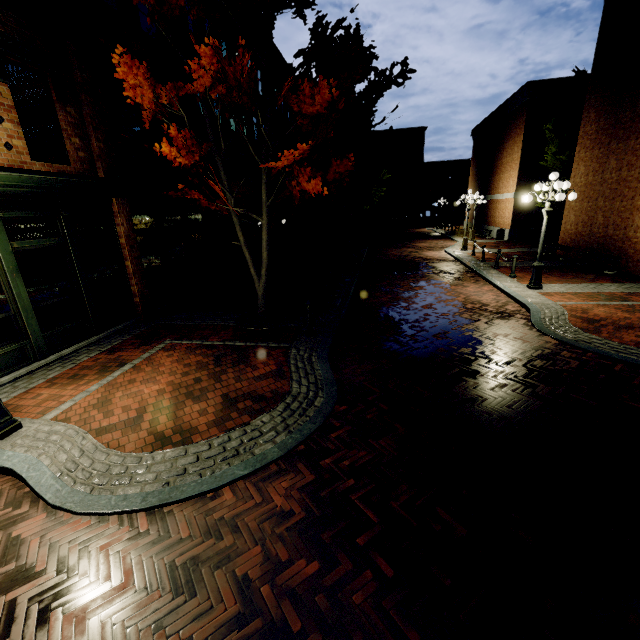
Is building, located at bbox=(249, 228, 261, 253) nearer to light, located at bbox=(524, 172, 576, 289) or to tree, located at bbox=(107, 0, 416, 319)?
tree, located at bbox=(107, 0, 416, 319)

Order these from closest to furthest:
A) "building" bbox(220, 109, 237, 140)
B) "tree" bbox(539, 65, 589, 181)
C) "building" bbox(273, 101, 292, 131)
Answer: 1. "building" bbox(220, 109, 237, 140)
2. "tree" bbox(539, 65, 589, 181)
3. "building" bbox(273, 101, 292, 131)

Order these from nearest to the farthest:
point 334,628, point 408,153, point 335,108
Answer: point 334,628 → point 335,108 → point 408,153

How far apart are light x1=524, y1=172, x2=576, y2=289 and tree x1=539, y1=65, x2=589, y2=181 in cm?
1233

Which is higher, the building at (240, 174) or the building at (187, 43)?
the building at (187, 43)

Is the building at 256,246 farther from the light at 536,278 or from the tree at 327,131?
the light at 536,278

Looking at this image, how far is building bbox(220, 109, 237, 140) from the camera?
15.77m
